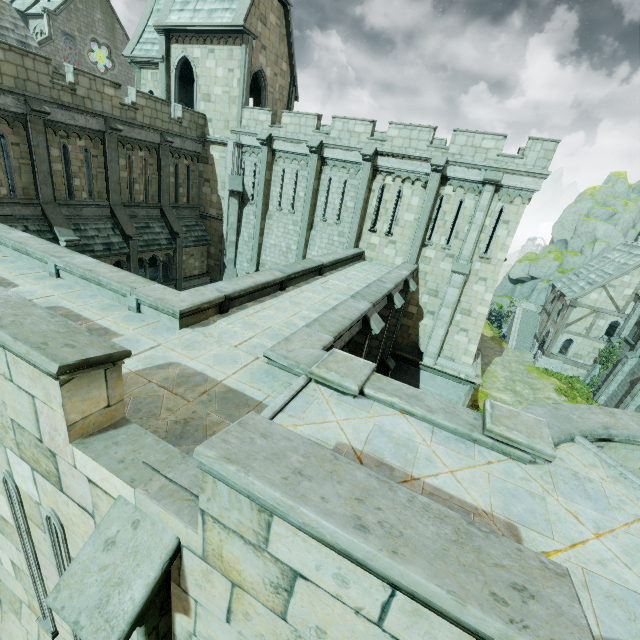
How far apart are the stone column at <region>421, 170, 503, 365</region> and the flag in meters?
52.2 m

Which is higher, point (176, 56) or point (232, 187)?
point (176, 56)

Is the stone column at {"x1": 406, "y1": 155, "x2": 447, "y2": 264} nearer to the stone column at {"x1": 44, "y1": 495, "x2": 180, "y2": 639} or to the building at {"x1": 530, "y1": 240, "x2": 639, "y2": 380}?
the stone column at {"x1": 44, "y1": 495, "x2": 180, "y2": 639}

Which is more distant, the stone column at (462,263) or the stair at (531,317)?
the stair at (531,317)

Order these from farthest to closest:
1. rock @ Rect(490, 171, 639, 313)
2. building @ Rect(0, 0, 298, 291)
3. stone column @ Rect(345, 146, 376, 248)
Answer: rock @ Rect(490, 171, 639, 313) < stone column @ Rect(345, 146, 376, 248) < building @ Rect(0, 0, 298, 291)

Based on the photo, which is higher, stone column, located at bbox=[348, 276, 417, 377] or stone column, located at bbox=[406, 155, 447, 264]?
stone column, located at bbox=[406, 155, 447, 264]

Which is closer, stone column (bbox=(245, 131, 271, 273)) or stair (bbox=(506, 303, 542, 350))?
stone column (bbox=(245, 131, 271, 273))

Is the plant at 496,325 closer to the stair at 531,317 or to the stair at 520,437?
the stair at 531,317
